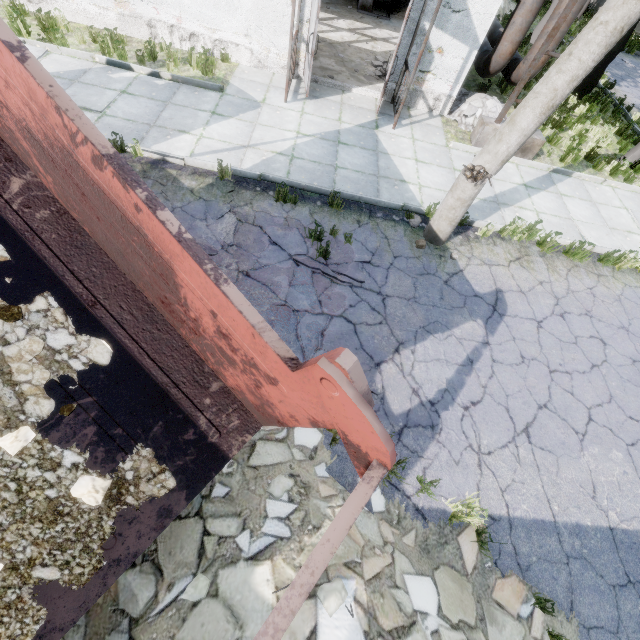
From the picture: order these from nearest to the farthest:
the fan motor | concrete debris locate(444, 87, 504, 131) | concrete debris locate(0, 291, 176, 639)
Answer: concrete debris locate(0, 291, 176, 639) < concrete debris locate(444, 87, 504, 131) < the fan motor

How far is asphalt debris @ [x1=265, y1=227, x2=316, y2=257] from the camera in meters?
5.7

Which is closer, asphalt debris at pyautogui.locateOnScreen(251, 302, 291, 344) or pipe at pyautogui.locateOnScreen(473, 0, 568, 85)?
asphalt debris at pyautogui.locateOnScreen(251, 302, 291, 344)

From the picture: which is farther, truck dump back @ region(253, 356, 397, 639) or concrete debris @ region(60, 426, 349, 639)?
concrete debris @ region(60, 426, 349, 639)

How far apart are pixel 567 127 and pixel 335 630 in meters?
14.8

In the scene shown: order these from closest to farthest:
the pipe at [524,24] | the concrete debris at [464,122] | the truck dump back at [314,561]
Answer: the truck dump back at [314,561] → the pipe at [524,24] → the concrete debris at [464,122]

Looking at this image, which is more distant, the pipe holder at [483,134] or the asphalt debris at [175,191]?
the pipe holder at [483,134]

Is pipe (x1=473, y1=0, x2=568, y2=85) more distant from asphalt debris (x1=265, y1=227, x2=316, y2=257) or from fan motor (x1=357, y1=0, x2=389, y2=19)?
asphalt debris (x1=265, y1=227, x2=316, y2=257)
